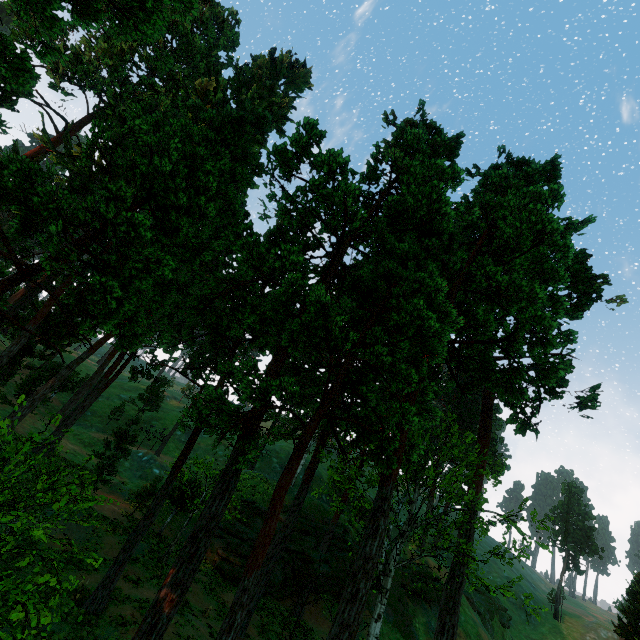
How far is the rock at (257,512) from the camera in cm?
2670

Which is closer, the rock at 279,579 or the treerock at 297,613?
the treerock at 297,613

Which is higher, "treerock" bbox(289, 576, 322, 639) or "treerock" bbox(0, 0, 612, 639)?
"treerock" bbox(0, 0, 612, 639)

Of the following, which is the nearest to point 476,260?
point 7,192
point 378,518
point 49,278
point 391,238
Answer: point 391,238

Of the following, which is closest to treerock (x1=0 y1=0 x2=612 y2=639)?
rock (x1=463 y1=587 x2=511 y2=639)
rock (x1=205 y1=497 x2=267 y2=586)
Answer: rock (x1=205 y1=497 x2=267 y2=586)

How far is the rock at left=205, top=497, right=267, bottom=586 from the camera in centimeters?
2670cm

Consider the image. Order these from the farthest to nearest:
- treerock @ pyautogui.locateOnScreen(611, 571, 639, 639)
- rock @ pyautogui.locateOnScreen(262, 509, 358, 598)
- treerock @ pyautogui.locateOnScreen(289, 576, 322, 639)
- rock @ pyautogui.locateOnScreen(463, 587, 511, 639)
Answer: rock @ pyautogui.locateOnScreen(463, 587, 511, 639), rock @ pyautogui.locateOnScreen(262, 509, 358, 598), treerock @ pyautogui.locateOnScreen(611, 571, 639, 639), treerock @ pyautogui.locateOnScreen(289, 576, 322, 639)
